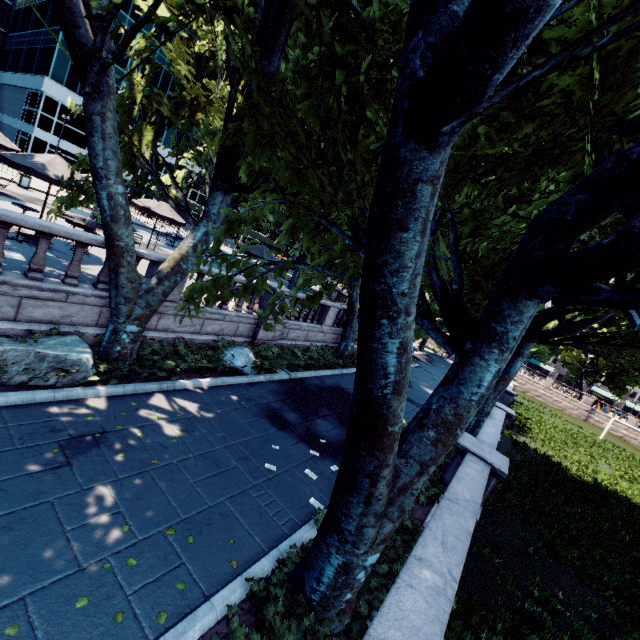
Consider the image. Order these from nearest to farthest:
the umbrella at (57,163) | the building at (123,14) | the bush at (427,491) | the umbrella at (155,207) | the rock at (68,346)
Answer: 1. the rock at (68,346)
2. the bush at (427,491)
3. the umbrella at (57,163)
4. the umbrella at (155,207)
5. the building at (123,14)

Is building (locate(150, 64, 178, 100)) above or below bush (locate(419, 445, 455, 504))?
above

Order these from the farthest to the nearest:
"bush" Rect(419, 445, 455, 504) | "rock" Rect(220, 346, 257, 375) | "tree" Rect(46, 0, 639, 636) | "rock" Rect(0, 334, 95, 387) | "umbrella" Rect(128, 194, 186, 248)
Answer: "umbrella" Rect(128, 194, 186, 248)
"rock" Rect(220, 346, 257, 375)
"bush" Rect(419, 445, 455, 504)
"rock" Rect(0, 334, 95, 387)
"tree" Rect(46, 0, 639, 636)

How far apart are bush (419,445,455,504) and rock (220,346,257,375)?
5.26m

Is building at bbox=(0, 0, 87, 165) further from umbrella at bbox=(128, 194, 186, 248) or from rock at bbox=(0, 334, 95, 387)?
rock at bbox=(0, 334, 95, 387)

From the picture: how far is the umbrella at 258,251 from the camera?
18.0 meters

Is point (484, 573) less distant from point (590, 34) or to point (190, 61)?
point (590, 34)

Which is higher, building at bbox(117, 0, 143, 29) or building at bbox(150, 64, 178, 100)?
building at bbox(117, 0, 143, 29)
